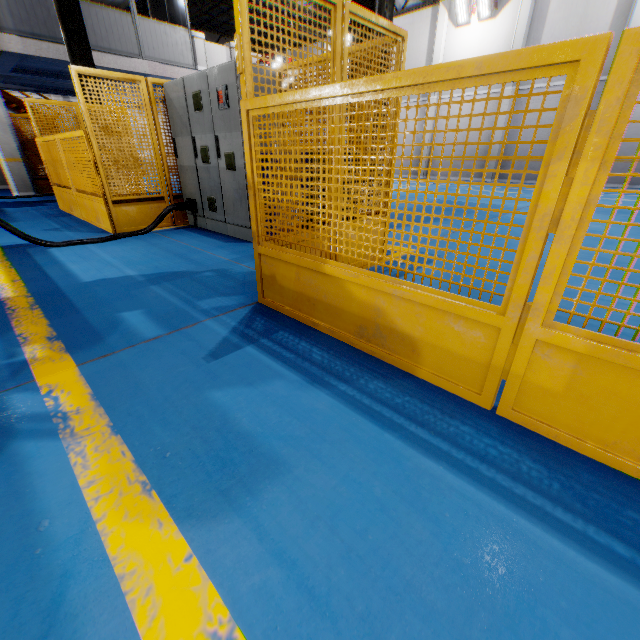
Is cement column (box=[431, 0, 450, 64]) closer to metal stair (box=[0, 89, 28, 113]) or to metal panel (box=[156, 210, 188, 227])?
metal panel (box=[156, 210, 188, 227])

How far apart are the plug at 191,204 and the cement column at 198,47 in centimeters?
1068cm

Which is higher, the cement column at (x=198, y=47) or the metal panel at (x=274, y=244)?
the cement column at (x=198, y=47)

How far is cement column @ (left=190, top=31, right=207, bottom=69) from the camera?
12.24m

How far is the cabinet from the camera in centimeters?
417cm

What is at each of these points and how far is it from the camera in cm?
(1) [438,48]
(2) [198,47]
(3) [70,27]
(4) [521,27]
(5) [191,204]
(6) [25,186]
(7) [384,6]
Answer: (1) cement column, 1659
(2) cement column, 1243
(3) metal pole, 739
(4) cement column, 1417
(5) plug, 560
(6) cement column, 998
(7) metal pole, 414

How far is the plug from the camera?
5.5 meters

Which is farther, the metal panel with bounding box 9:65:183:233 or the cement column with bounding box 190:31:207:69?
the cement column with bounding box 190:31:207:69
